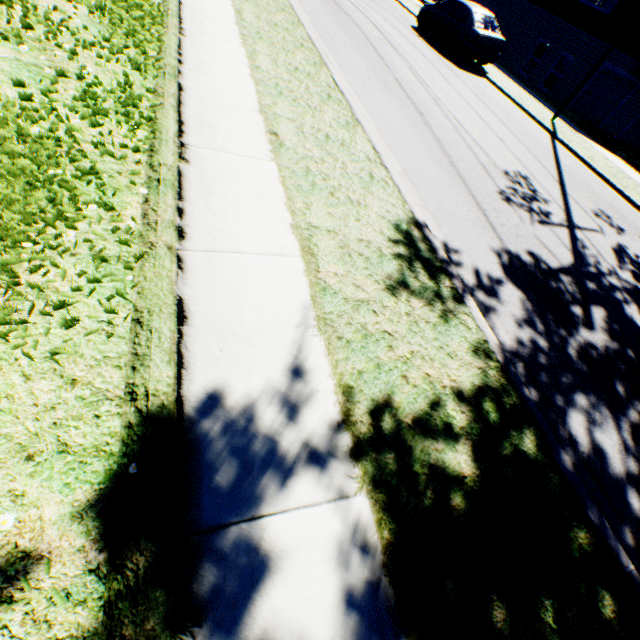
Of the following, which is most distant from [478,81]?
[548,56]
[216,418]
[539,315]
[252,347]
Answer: [216,418]

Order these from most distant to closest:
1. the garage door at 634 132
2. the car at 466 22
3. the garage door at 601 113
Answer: the garage door at 634 132 < the garage door at 601 113 < the car at 466 22

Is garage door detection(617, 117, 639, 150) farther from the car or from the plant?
the plant

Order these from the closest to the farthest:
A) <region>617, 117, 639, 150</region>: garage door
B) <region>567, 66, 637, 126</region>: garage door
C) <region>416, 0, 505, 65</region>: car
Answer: <region>416, 0, 505, 65</region>: car < <region>567, 66, 637, 126</region>: garage door < <region>617, 117, 639, 150</region>: garage door

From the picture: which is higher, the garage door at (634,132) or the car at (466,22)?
the car at (466,22)

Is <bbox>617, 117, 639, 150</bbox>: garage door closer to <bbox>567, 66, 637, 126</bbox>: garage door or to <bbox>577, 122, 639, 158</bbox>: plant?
<bbox>567, 66, 637, 126</bbox>: garage door

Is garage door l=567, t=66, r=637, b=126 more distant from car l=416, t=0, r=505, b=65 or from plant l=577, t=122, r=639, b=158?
plant l=577, t=122, r=639, b=158
